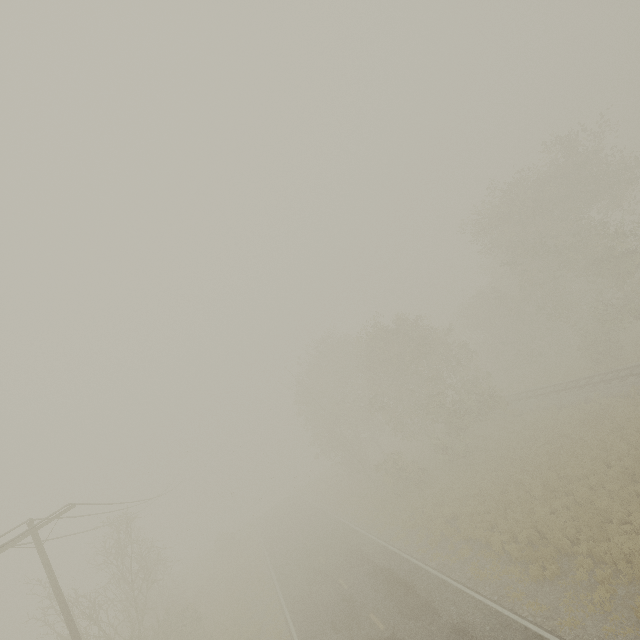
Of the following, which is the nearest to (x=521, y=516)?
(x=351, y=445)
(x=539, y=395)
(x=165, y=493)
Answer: (x=539, y=395)
